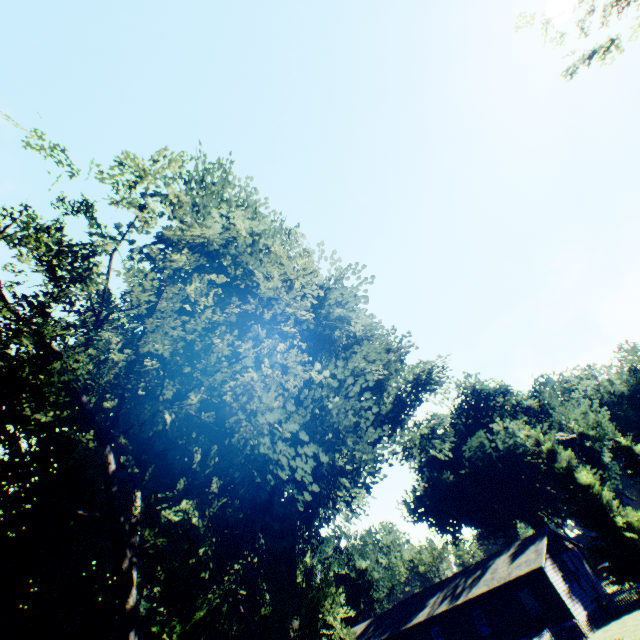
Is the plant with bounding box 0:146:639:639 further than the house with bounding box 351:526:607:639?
No

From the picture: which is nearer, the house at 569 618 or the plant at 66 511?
the plant at 66 511

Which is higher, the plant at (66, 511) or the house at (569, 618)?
the plant at (66, 511)

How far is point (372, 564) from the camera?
58.8m

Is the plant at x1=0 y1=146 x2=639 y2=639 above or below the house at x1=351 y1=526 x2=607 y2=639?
above
